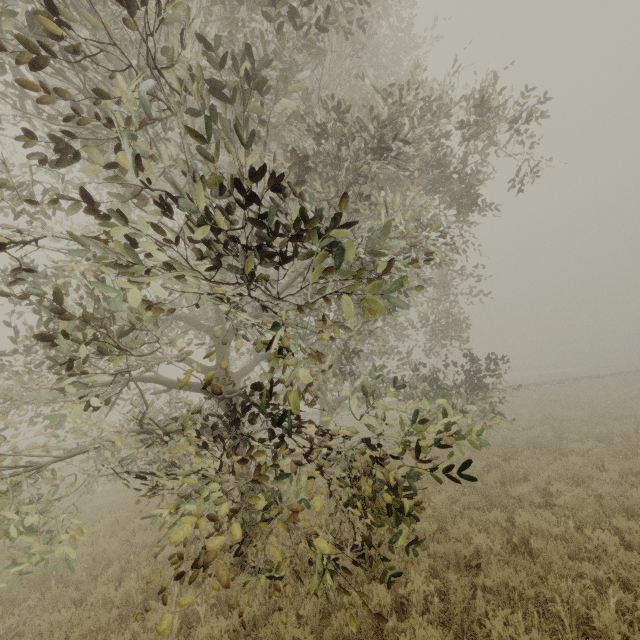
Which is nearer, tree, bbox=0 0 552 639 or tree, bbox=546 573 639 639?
tree, bbox=0 0 552 639

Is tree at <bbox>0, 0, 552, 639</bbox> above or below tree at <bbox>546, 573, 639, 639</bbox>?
above

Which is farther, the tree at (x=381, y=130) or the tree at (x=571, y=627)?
the tree at (x=571, y=627)

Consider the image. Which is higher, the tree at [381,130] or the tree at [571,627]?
the tree at [381,130]

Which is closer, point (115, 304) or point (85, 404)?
point (115, 304)
